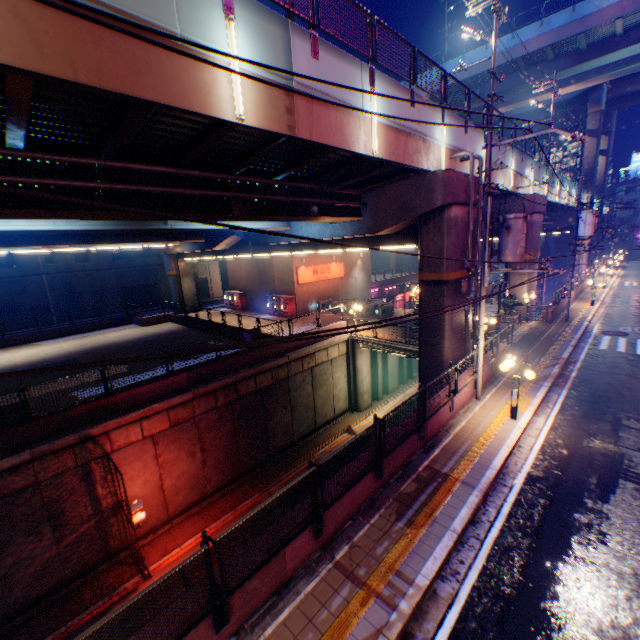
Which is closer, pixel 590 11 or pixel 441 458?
pixel 441 458

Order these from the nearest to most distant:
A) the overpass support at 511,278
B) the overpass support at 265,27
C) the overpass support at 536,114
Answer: the overpass support at 265,27 → the overpass support at 511,278 → the overpass support at 536,114

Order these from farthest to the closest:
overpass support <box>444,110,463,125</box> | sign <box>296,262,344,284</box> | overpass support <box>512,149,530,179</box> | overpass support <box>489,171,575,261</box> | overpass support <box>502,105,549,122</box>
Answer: overpass support <box>502,105,549,122</box> < sign <box>296,262,344,284</box> < overpass support <box>489,171,575,261</box> < overpass support <box>512,149,530,179</box> < overpass support <box>444,110,463,125</box>

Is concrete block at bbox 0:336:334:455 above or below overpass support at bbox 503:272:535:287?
below

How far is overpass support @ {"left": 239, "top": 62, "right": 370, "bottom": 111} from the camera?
7.2 meters

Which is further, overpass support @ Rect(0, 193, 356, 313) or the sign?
the sign

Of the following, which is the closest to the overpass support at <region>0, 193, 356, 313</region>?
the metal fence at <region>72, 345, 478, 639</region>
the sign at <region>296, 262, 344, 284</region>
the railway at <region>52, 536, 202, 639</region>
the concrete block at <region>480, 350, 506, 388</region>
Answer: the metal fence at <region>72, 345, 478, 639</region>

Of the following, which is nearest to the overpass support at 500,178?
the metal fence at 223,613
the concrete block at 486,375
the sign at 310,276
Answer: the metal fence at 223,613
